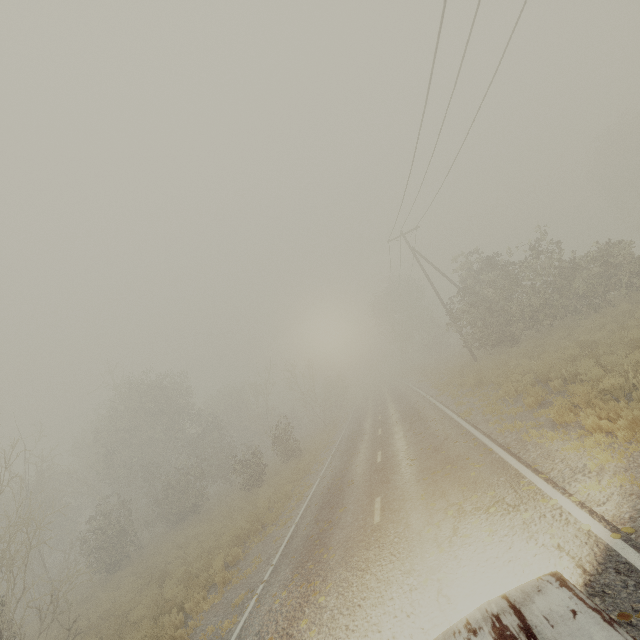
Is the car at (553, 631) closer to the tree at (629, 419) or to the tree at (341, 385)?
the tree at (629, 419)

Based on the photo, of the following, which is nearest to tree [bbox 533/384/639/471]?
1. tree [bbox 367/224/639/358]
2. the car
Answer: the car

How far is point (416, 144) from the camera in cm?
1317

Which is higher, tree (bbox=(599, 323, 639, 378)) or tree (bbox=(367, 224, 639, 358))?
tree (bbox=(367, 224, 639, 358))

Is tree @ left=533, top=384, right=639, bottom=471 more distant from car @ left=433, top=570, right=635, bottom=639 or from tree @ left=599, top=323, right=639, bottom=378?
tree @ left=599, top=323, right=639, bottom=378

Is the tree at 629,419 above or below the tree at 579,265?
below
